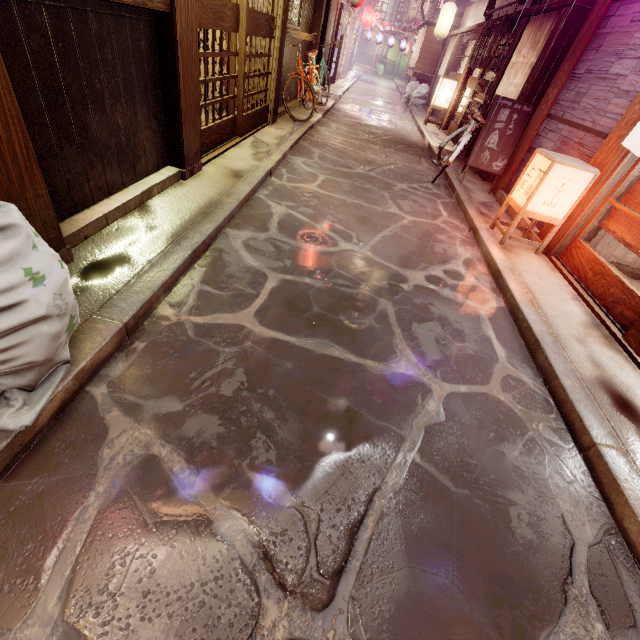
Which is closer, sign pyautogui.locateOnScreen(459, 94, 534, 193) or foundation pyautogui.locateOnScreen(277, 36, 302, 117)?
sign pyautogui.locateOnScreen(459, 94, 534, 193)

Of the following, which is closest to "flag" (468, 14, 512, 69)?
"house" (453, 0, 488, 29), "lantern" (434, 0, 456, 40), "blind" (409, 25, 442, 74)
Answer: "house" (453, 0, 488, 29)

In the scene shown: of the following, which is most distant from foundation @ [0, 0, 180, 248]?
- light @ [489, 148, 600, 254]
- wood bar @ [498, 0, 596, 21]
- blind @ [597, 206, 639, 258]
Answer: wood bar @ [498, 0, 596, 21]

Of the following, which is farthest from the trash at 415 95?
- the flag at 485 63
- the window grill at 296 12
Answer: the window grill at 296 12

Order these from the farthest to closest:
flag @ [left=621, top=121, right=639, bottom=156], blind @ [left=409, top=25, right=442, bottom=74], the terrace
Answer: the terrace → blind @ [left=409, top=25, right=442, bottom=74] → flag @ [left=621, top=121, right=639, bottom=156]

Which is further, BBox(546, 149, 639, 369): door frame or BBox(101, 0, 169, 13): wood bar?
BBox(546, 149, 639, 369): door frame

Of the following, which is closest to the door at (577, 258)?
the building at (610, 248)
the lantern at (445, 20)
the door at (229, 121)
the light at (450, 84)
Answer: the building at (610, 248)

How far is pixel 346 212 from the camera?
8.3m
